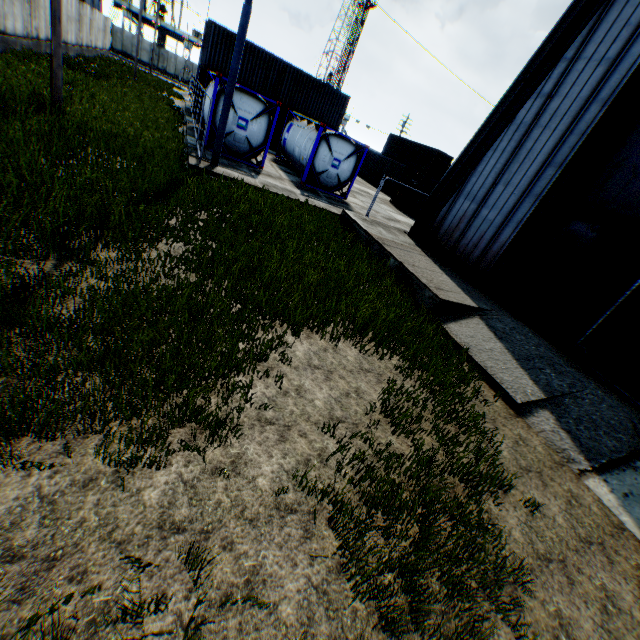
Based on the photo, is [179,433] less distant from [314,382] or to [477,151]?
[314,382]

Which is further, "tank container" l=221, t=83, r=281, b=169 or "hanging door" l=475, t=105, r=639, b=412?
"tank container" l=221, t=83, r=281, b=169

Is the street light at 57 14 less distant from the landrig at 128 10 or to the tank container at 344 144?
the tank container at 344 144

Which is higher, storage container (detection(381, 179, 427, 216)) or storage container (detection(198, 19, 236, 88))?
storage container (detection(198, 19, 236, 88))

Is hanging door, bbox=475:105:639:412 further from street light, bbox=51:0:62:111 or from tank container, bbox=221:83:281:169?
street light, bbox=51:0:62:111

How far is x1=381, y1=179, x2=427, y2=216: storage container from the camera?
24.2m

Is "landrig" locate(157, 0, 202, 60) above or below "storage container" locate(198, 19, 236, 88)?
above

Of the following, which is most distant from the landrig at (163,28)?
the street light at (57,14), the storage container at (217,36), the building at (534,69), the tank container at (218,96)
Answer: the building at (534,69)
